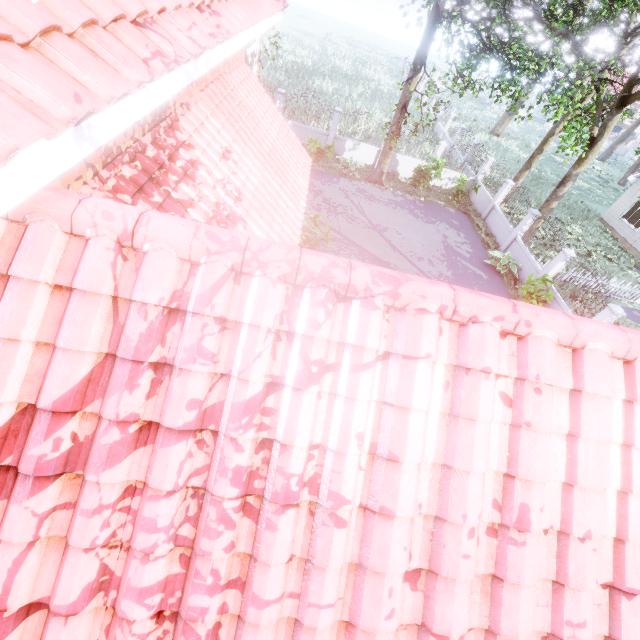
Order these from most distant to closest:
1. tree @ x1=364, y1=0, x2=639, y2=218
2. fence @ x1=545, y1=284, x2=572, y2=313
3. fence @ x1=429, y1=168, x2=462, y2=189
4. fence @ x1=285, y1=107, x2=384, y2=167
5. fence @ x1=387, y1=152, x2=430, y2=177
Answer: fence @ x1=429, y1=168, x2=462, y2=189
fence @ x1=387, y1=152, x2=430, y2=177
fence @ x1=285, y1=107, x2=384, y2=167
fence @ x1=545, y1=284, x2=572, y2=313
tree @ x1=364, y1=0, x2=639, y2=218

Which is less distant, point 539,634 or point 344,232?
point 539,634

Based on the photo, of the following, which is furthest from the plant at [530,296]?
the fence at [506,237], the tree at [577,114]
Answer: the tree at [577,114]

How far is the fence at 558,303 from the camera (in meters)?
12.65

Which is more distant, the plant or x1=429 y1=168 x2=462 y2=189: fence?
x1=429 y1=168 x2=462 y2=189: fence

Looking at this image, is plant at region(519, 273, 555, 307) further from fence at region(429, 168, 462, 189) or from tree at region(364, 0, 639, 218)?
tree at region(364, 0, 639, 218)

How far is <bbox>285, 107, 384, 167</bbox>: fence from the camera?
18.84m
